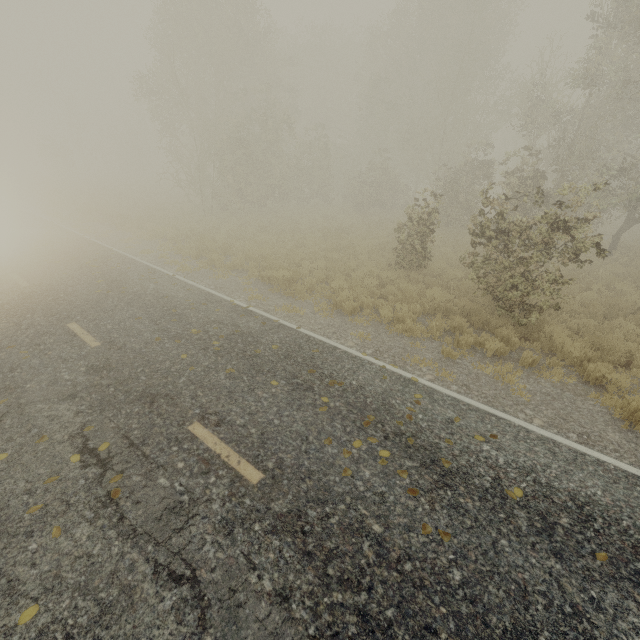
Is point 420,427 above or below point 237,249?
above
